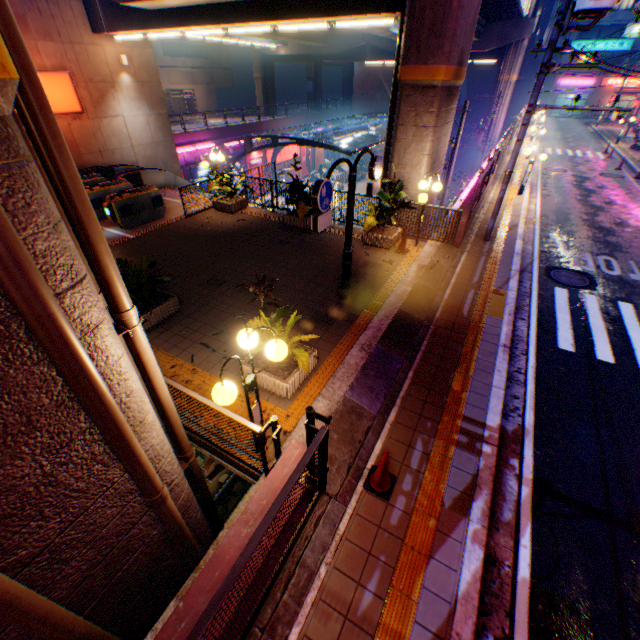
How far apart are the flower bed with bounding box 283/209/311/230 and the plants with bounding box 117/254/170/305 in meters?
5.7

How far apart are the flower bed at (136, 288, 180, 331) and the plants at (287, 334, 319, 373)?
2.5 meters

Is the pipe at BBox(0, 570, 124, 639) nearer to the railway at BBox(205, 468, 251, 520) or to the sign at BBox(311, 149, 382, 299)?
the railway at BBox(205, 468, 251, 520)

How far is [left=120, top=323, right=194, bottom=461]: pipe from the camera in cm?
342

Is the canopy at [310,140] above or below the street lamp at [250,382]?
below

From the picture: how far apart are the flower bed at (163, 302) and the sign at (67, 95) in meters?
12.6

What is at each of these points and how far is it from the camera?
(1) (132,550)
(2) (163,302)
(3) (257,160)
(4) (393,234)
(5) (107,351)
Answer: (1) overpass support, 3.63m
(2) flower bed, 7.39m
(3) billboard, 33.88m
(4) flower bed, 10.77m
(5) overpass support, 2.69m

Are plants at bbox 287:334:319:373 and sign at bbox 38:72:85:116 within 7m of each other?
no
